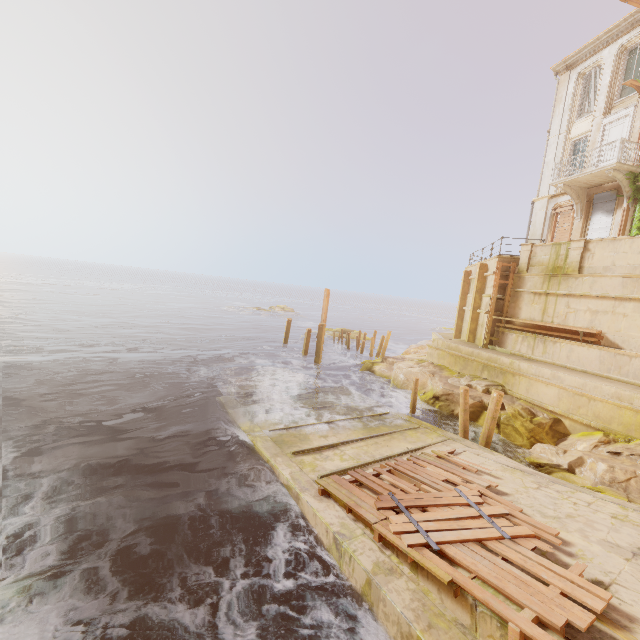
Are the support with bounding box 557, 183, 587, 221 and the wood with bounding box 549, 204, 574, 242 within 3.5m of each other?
yes

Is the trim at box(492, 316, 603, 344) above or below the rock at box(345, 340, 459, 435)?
above

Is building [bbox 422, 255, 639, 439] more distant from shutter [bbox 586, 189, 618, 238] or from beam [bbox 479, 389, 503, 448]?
beam [bbox 479, 389, 503, 448]

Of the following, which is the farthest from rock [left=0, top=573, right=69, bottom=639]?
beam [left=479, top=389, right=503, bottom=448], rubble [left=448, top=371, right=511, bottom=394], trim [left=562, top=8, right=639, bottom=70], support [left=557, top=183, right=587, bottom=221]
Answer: trim [left=562, top=8, right=639, bottom=70]

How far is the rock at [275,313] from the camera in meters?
53.3 m

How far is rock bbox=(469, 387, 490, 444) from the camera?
13.78m

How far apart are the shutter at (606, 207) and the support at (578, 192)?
0.3m

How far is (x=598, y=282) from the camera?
13.47m
